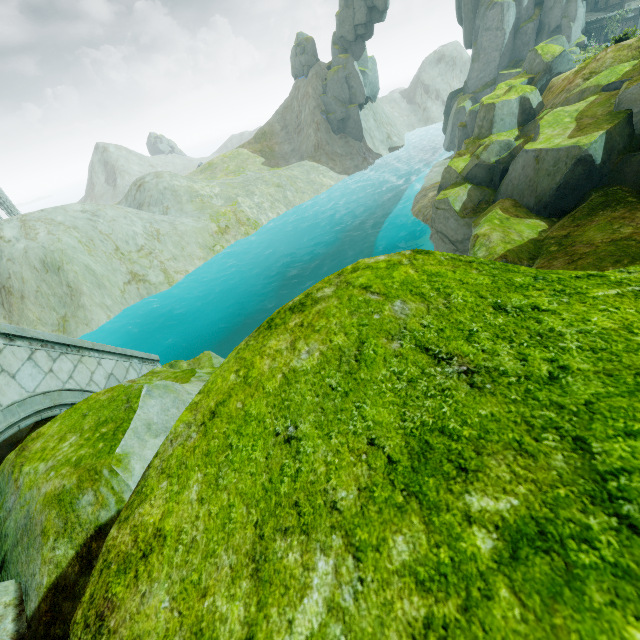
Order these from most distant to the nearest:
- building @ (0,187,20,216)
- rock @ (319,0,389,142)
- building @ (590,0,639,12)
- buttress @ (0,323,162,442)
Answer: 1. rock @ (319,0,389,142)
2. building @ (0,187,20,216)
3. building @ (590,0,639,12)
4. buttress @ (0,323,162,442)

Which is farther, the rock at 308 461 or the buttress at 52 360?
the buttress at 52 360

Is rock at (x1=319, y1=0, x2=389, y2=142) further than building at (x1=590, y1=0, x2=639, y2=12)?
Yes

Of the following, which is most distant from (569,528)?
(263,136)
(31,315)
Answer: (263,136)

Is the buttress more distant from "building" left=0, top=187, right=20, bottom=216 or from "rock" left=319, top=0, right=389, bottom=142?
"building" left=0, top=187, right=20, bottom=216

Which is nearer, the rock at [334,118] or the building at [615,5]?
the building at [615,5]

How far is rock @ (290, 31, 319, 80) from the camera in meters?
50.6

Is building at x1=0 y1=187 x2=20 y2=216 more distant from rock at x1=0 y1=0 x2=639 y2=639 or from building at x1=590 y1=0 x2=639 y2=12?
building at x1=590 y1=0 x2=639 y2=12
